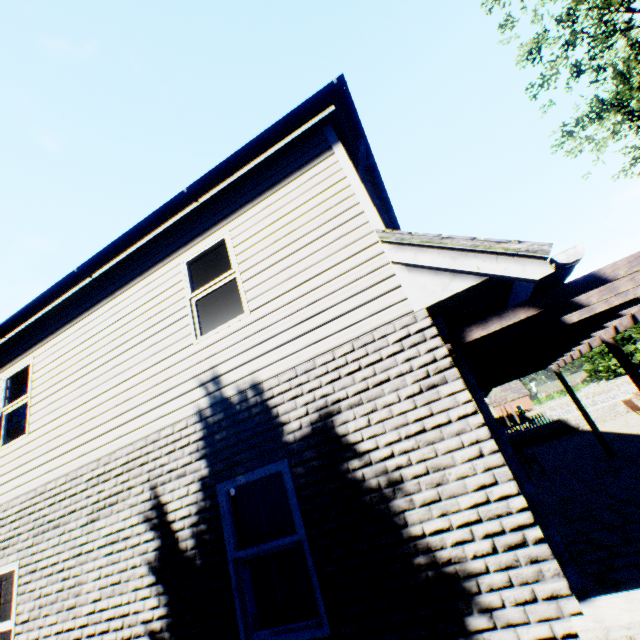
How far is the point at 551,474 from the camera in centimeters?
1030cm

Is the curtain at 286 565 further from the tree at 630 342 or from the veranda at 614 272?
the tree at 630 342

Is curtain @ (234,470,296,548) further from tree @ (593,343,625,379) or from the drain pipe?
tree @ (593,343,625,379)

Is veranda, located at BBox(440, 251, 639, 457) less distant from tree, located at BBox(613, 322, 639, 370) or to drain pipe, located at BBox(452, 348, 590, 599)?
drain pipe, located at BBox(452, 348, 590, 599)

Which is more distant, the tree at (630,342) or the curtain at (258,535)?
the tree at (630,342)

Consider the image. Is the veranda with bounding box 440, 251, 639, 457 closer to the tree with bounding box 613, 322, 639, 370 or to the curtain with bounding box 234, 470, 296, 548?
the curtain with bounding box 234, 470, 296, 548

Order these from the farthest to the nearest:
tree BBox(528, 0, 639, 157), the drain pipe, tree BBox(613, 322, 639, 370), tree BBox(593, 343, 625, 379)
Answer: tree BBox(593, 343, 625, 379) < tree BBox(613, 322, 639, 370) < tree BBox(528, 0, 639, 157) < the drain pipe
